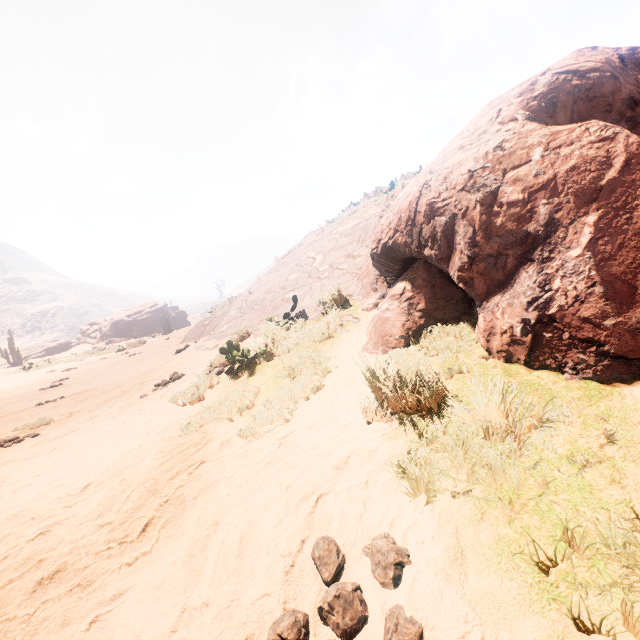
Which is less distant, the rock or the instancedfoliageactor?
the instancedfoliageactor

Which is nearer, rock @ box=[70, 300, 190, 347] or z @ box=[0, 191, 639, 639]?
z @ box=[0, 191, 639, 639]

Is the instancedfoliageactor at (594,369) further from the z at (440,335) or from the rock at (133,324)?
the rock at (133,324)

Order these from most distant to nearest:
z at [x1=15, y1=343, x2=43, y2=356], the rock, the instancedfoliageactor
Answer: z at [x1=15, y1=343, x2=43, y2=356] < the rock < the instancedfoliageactor

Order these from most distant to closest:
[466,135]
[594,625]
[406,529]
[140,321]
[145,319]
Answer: [145,319] → [140,321] → [466,135] → [406,529] → [594,625]

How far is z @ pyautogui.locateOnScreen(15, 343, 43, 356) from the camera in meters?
51.6 m

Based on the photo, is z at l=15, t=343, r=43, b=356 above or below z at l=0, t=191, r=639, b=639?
above
